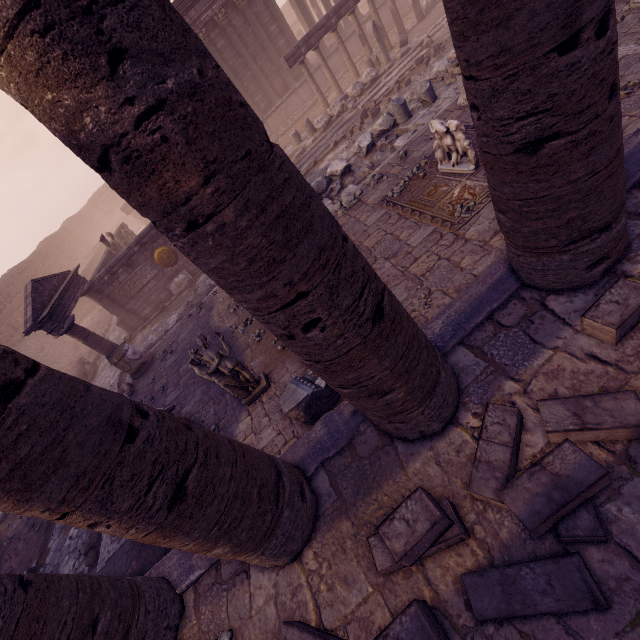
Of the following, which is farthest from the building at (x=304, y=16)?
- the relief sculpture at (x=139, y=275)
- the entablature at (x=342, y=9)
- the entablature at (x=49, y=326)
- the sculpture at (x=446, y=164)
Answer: the sculpture at (x=446, y=164)

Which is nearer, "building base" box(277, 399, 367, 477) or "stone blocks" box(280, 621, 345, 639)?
"stone blocks" box(280, 621, 345, 639)

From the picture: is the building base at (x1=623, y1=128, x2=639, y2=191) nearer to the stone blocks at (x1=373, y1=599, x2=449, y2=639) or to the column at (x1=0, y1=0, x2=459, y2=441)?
the column at (x1=0, y1=0, x2=459, y2=441)

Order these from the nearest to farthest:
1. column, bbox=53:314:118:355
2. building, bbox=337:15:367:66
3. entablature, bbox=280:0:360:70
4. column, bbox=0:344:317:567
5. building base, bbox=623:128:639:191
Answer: column, bbox=0:344:317:567, building base, bbox=623:128:639:191, column, bbox=53:314:118:355, entablature, bbox=280:0:360:70, building, bbox=337:15:367:66

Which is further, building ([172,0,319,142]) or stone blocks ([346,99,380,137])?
building ([172,0,319,142])

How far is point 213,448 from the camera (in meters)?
3.01

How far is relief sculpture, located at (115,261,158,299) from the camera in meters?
13.9 m

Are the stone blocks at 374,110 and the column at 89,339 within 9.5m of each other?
no
